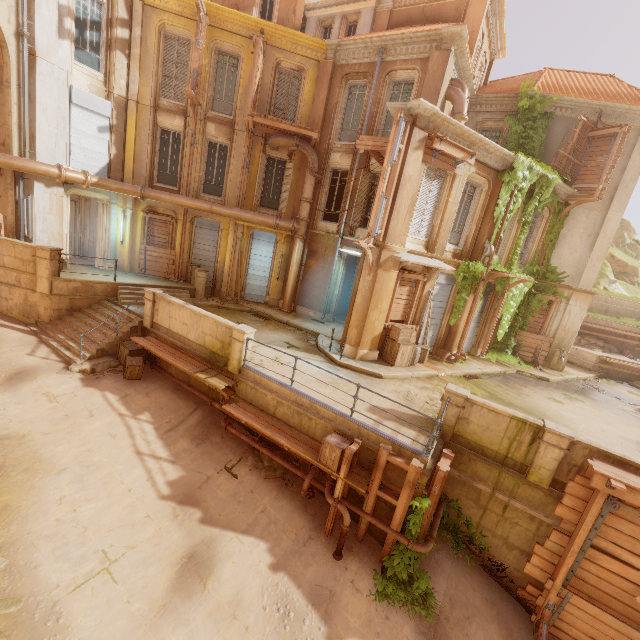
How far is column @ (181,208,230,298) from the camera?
16.4m

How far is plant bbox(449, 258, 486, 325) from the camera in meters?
14.1

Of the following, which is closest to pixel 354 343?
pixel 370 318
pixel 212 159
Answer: pixel 370 318

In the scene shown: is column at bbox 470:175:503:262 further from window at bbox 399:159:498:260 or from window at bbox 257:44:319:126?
window at bbox 257:44:319:126

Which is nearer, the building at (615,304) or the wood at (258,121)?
the wood at (258,121)

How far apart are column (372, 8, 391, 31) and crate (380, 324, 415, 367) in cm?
1504

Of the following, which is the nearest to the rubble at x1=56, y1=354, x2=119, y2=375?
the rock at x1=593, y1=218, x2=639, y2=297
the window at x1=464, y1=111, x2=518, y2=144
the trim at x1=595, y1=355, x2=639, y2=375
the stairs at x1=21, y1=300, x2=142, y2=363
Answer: the stairs at x1=21, y1=300, x2=142, y2=363

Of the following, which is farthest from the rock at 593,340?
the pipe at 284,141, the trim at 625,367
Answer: the pipe at 284,141
